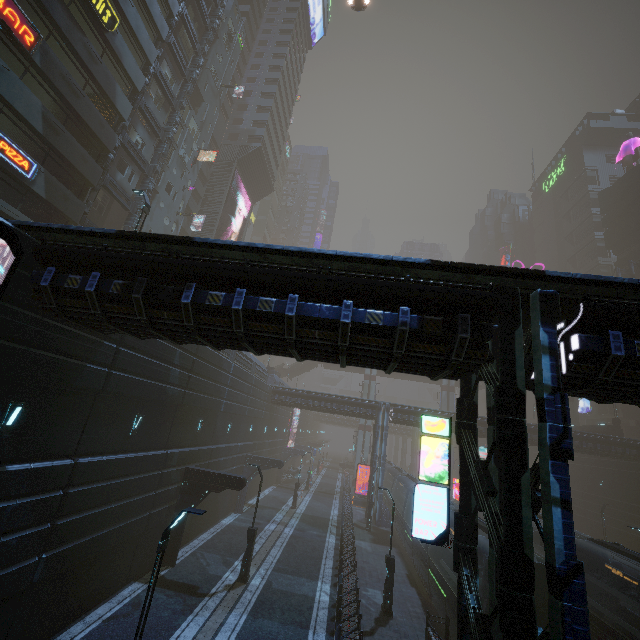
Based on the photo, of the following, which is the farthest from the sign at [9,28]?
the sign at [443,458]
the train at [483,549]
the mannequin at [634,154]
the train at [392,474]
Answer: the mannequin at [634,154]

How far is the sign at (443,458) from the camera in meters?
8.4

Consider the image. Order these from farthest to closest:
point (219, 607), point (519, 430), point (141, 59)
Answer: point (141, 59)
point (219, 607)
point (519, 430)

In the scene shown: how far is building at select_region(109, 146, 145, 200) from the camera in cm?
2681

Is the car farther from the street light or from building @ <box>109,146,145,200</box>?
the street light

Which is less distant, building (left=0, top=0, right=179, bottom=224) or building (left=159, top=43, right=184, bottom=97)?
building (left=0, top=0, right=179, bottom=224)

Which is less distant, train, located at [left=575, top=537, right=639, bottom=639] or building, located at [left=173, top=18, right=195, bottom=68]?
train, located at [left=575, top=537, right=639, bottom=639]

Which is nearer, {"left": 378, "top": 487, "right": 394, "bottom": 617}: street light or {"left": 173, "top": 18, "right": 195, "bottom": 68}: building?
{"left": 378, "top": 487, "right": 394, "bottom": 617}: street light
